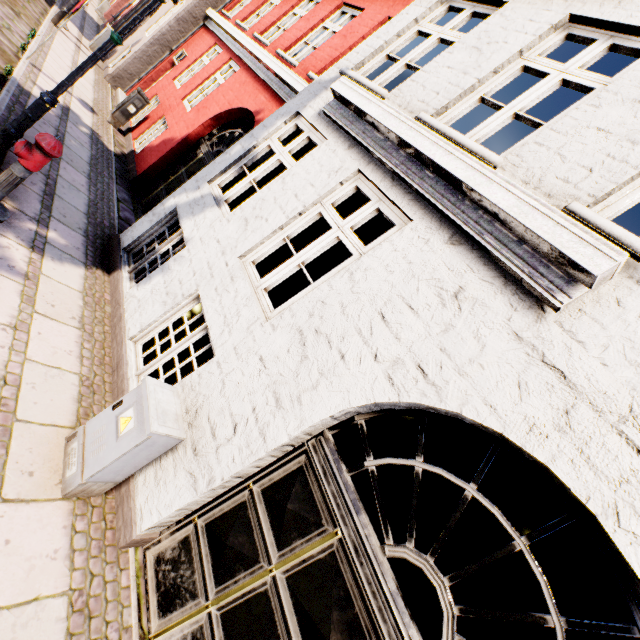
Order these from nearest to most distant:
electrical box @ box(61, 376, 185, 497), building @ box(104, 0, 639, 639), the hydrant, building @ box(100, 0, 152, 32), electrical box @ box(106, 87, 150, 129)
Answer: building @ box(104, 0, 639, 639) < electrical box @ box(61, 376, 185, 497) < the hydrant < electrical box @ box(106, 87, 150, 129) < building @ box(100, 0, 152, 32)

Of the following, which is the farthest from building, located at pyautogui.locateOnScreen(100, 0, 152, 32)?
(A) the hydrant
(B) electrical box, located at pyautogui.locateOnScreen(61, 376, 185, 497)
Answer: (A) the hydrant

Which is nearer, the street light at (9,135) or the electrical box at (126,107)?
the street light at (9,135)

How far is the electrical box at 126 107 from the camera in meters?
8.9 m

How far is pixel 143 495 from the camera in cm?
300

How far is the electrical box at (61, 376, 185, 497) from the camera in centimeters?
263cm

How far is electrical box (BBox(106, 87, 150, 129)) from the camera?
8.9 meters
